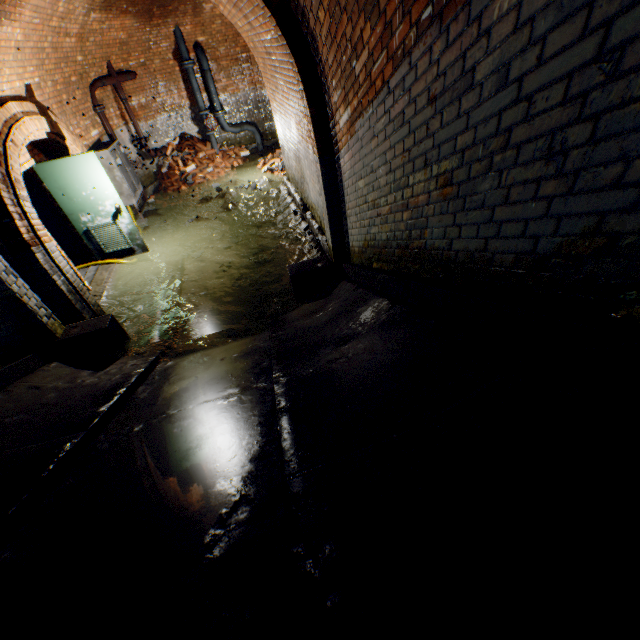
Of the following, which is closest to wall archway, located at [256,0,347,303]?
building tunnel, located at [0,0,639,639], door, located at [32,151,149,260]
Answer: building tunnel, located at [0,0,639,639]

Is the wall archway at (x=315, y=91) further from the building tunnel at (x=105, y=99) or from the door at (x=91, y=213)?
the door at (x=91, y=213)

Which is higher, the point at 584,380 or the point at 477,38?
the point at 477,38

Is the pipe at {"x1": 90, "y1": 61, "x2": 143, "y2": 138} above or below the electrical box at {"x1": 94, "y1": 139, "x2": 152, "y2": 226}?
above

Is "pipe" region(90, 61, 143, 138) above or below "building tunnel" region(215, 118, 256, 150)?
above

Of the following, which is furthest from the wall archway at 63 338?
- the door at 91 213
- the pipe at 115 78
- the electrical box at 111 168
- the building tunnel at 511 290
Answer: the pipe at 115 78

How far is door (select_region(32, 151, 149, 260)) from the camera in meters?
5.9 m

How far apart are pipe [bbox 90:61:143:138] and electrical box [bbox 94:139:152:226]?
0.31m
